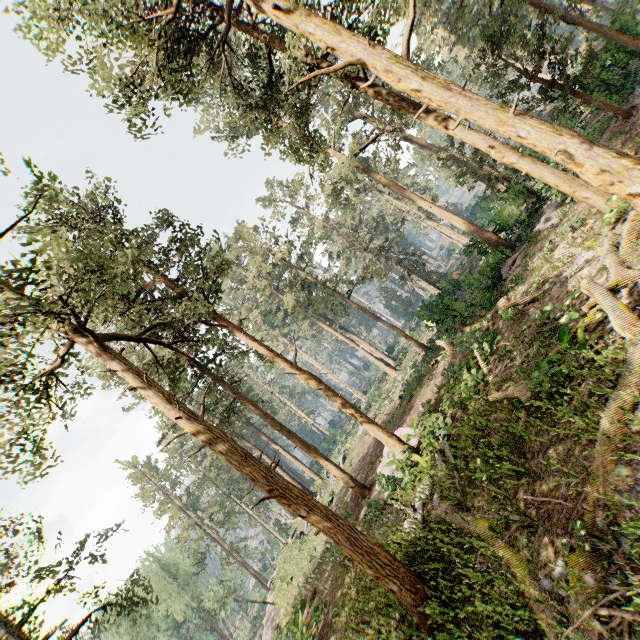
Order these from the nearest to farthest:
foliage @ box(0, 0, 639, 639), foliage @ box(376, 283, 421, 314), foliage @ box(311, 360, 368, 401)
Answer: foliage @ box(0, 0, 639, 639) → foliage @ box(376, 283, 421, 314) → foliage @ box(311, 360, 368, 401)

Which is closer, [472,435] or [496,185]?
[472,435]

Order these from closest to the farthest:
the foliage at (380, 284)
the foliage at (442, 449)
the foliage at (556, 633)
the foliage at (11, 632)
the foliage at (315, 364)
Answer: the foliage at (556, 633), the foliage at (442, 449), the foliage at (11, 632), the foliage at (380, 284), the foliage at (315, 364)

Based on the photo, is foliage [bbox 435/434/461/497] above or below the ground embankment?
above

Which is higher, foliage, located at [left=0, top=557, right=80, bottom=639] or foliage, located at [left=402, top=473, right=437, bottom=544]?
foliage, located at [left=0, top=557, right=80, bottom=639]

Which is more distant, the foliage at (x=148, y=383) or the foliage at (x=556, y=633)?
the foliage at (x=148, y=383)

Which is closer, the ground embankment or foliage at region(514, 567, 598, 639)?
foliage at region(514, 567, 598, 639)

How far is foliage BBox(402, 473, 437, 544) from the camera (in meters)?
9.92
